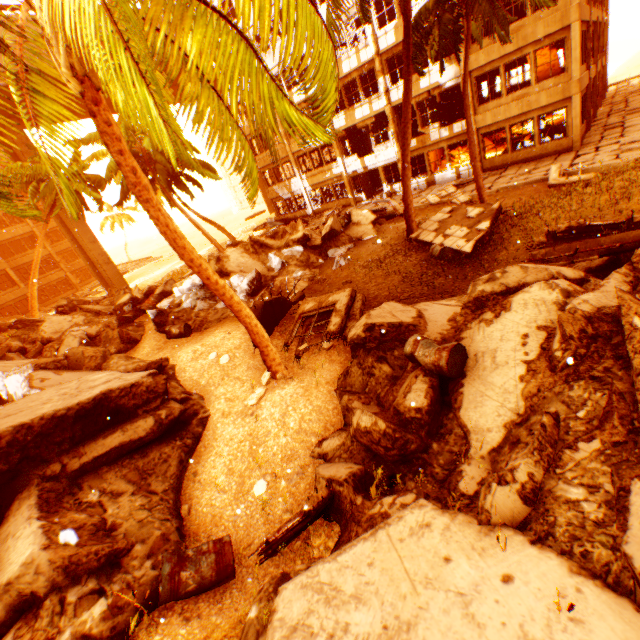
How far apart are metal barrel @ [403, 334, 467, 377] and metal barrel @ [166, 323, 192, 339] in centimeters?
911cm

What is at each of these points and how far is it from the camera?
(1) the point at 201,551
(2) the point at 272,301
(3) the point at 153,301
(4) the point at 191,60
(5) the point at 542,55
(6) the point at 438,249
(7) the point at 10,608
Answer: (1) metal barrel, 4.32m
(2) floor rubble, 9.51m
(3) metal barrel, 14.70m
(4) rubble, 3.25m
(5) stair, 27.47m
(6) metal barrel, 11.32m
(7) rock pile, 3.89m

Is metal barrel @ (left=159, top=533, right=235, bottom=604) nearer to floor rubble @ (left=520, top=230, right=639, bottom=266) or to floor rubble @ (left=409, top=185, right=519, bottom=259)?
floor rubble @ (left=520, top=230, right=639, bottom=266)

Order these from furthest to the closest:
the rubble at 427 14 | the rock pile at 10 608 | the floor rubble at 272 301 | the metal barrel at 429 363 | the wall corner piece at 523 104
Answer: the wall corner piece at 523 104 < the rubble at 427 14 < the floor rubble at 272 301 < the metal barrel at 429 363 < the rock pile at 10 608

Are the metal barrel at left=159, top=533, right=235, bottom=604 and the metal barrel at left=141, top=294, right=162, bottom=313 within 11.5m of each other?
no

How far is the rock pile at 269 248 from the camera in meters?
13.3

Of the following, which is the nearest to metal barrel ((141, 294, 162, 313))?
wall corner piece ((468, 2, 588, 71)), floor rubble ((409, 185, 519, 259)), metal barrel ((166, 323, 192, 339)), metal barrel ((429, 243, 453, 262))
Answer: metal barrel ((166, 323, 192, 339))

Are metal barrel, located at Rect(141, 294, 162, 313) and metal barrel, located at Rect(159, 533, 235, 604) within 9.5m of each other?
no
